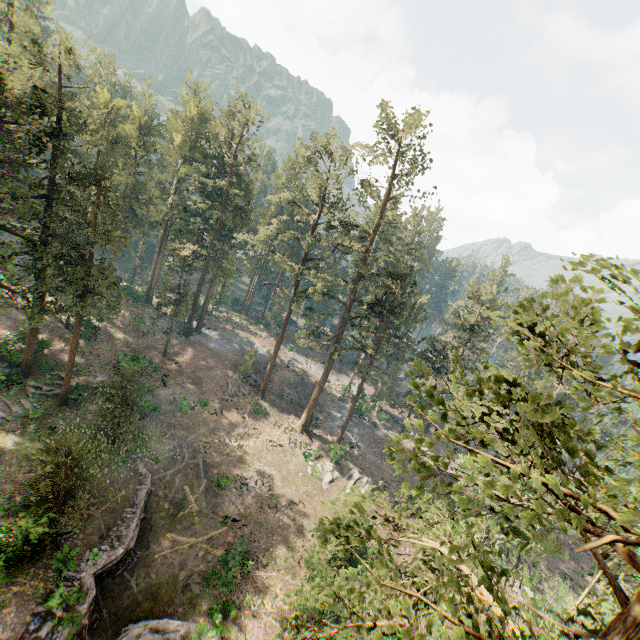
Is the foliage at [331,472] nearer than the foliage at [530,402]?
No

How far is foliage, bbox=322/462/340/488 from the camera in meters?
36.2 m

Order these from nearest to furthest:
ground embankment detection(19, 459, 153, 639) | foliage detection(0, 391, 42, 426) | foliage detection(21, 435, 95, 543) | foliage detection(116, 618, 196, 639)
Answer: ground embankment detection(19, 459, 153, 639) → foliage detection(21, 435, 95, 543) → foliage detection(116, 618, 196, 639) → foliage detection(0, 391, 42, 426)

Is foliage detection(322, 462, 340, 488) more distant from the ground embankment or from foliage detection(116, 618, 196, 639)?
the ground embankment

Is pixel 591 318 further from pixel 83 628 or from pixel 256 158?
pixel 256 158

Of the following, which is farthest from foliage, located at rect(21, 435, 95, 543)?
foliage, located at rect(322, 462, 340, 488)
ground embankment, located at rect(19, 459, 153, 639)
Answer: ground embankment, located at rect(19, 459, 153, 639)

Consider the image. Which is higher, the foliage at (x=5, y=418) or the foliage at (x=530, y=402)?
the foliage at (x=530, y=402)
